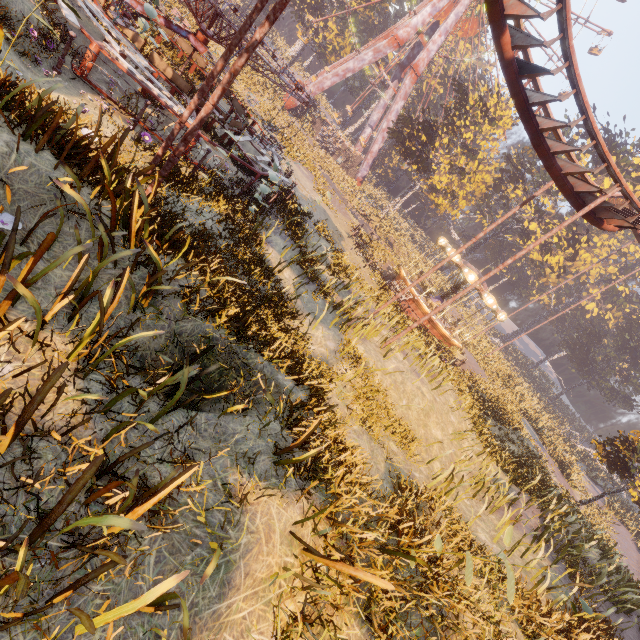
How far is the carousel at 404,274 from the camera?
23.70m

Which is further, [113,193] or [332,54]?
[332,54]

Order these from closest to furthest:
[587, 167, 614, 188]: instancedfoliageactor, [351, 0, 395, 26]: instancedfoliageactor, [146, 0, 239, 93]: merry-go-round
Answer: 1. [146, 0, 239, 93]: merry-go-round
2. [587, 167, 614, 188]: instancedfoliageactor
3. [351, 0, 395, 26]: instancedfoliageactor

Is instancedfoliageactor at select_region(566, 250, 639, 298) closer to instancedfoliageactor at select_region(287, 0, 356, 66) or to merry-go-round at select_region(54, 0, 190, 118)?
merry-go-round at select_region(54, 0, 190, 118)

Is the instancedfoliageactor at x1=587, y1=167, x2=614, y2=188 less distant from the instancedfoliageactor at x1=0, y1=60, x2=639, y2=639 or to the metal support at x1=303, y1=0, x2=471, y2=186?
the instancedfoliageactor at x1=0, y1=60, x2=639, y2=639

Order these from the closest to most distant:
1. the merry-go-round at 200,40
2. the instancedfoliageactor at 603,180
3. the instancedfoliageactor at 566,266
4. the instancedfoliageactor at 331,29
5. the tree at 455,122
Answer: the merry-go-round at 200,40
the tree at 455,122
the instancedfoliageactor at 603,180
the instancedfoliageactor at 566,266
the instancedfoliageactor at 331,29

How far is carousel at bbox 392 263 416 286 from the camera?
23.70m
